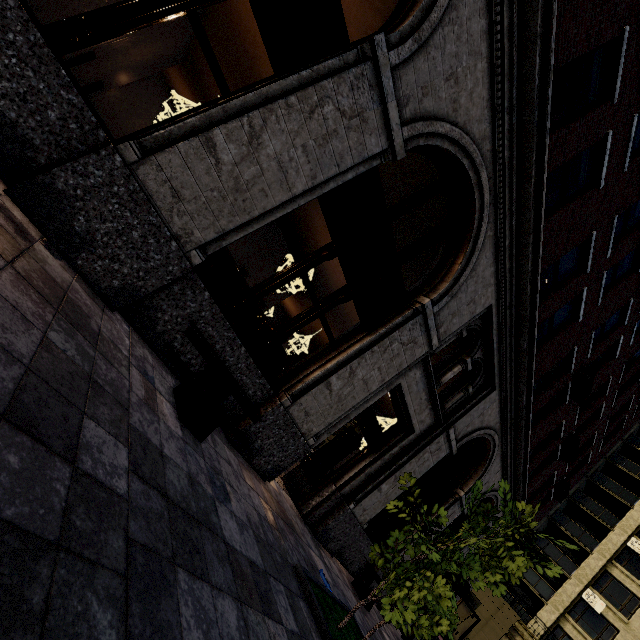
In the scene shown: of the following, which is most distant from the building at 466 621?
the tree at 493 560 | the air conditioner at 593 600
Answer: the tree at 493 560

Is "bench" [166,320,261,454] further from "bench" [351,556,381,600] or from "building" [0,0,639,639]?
"bench" [351,556,381,600]

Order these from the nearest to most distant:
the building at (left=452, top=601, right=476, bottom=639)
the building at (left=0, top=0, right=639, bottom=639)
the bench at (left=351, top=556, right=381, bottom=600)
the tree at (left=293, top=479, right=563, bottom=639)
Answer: the building at (left=0, top=0, right=639, bottom=639) → the tree at (left=293, top=479, right=563, bottom=639) → the bench at (left=351, top=556, right=381, bottom=600) → the building at (left=452, top=601, right=476, bottom=639)

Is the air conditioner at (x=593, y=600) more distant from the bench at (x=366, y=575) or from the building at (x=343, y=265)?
the bench at (x=366, y=575)

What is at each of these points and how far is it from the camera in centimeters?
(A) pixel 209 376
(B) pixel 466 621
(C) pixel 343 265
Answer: (A) bench, 398cm
(B) building, 2475cm
(C) building, 529cm

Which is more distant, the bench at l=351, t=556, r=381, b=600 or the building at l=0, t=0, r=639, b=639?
the bench at l=351, t=556, r=381, b=600

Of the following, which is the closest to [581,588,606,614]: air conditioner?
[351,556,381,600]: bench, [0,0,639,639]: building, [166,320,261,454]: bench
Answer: [0,0,639,639]: building
